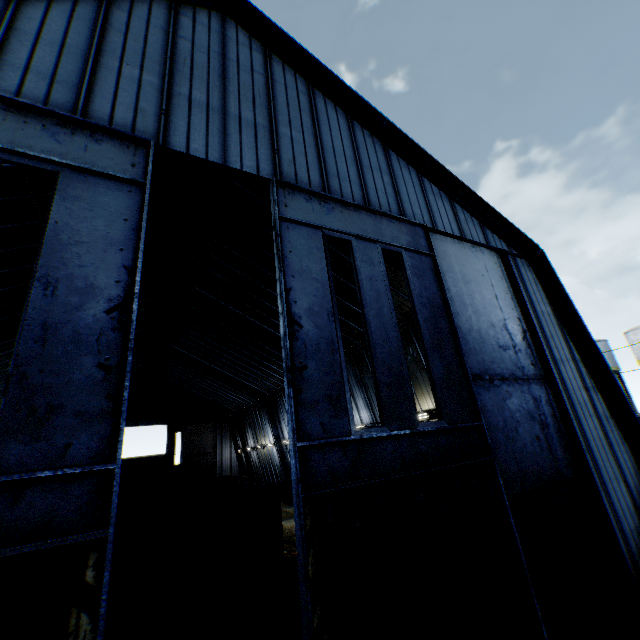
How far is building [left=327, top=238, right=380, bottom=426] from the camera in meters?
15.7

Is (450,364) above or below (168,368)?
below

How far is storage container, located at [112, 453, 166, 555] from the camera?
22.14m

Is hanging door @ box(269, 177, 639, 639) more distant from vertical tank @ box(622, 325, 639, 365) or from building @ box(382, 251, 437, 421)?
vertical tank @ box(622, 325, 639, 365)

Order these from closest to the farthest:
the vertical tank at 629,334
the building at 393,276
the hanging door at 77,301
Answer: the hanging door at 77,301, the building at 393,276, the vertical tank at 629,334

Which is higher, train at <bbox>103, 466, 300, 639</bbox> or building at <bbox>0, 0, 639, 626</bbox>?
building at <bbox>0, 0, 639, 626</bbox>

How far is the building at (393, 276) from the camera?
15.1 meters

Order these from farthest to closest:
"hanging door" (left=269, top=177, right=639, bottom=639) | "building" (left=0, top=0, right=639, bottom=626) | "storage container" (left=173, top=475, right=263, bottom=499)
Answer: "storage container" (left=173, top=475, right=263, bottom=499) < "building" (left=0, top=0, right=639, bottom=626) < "hanging door" (left=269, top=177, right=639, bottom=639)
